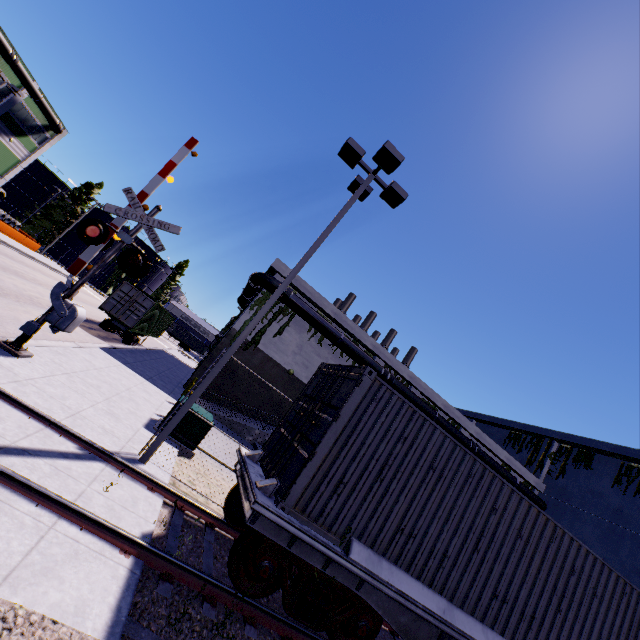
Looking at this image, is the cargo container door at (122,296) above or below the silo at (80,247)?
below

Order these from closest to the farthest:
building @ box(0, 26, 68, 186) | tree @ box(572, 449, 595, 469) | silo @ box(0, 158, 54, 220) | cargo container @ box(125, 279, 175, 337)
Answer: cargo container @ box(125, 279, 175, 337) → tree @ box(572, 449, 595, 469) → building @ box(0, 26, 68, 186) → silo @ box(0, 158, 54, 220)

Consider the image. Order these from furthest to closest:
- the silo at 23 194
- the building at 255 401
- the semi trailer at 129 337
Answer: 1. the silo at 23 194
2. the semi trailer at 129 337
3. the building at 255 401

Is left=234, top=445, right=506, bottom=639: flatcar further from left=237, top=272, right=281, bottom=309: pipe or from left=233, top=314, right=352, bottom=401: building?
left=233, top=314, right=352, bottom=401: building

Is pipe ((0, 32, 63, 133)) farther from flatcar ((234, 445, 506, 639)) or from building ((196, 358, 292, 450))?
flatcar ((234, 445, 506, 639))

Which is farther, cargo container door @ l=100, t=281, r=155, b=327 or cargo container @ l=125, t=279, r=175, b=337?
cargo container @ l=125, t=279, r=175, b=337

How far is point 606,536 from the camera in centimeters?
2361cm

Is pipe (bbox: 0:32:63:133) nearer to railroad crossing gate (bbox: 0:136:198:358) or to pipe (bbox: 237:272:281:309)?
pipe (bbox: 237:272:281:309)
